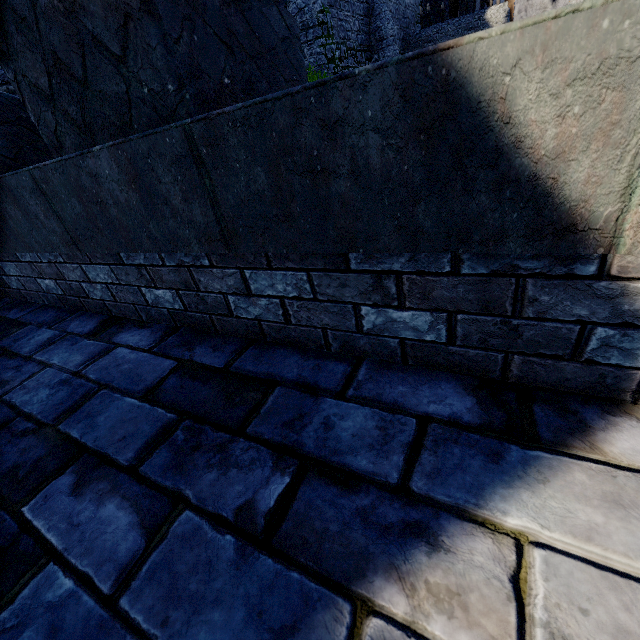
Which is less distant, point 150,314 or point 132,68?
point 132,68
